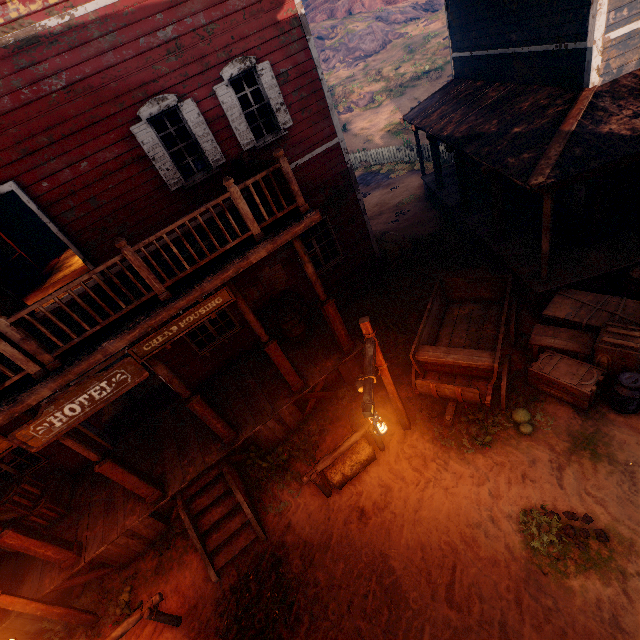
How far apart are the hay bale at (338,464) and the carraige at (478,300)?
1.43m

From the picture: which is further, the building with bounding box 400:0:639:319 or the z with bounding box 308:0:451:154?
the z with bounding box 308:0:451:154

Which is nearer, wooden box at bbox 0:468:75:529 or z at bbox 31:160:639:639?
z at bbox 31:160:639:639

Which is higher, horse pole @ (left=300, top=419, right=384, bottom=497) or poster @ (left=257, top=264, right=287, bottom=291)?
poster @ (left=257, top=264, right=287, bottom=291)

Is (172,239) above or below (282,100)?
below

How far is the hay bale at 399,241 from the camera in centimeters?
1155cm

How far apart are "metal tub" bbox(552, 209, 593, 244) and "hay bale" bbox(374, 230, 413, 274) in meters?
4.1 m

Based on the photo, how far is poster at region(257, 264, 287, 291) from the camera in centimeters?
941cm
